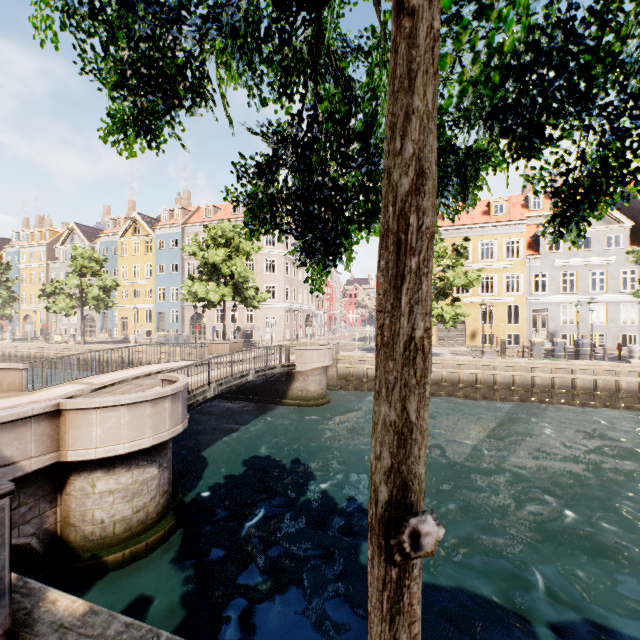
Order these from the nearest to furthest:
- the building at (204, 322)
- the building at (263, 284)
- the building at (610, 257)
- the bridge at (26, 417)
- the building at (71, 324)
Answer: the bridge at (26, 417) → the building at (610, 257) → the building at (263, 284) → the building at (204, 322) → the building at (71, 324)

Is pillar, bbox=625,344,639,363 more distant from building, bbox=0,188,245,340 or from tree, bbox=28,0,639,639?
building, bbox=0,188,245,340

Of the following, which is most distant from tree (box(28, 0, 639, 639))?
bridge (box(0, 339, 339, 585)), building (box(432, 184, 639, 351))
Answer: building (box(432, 184, 639, 351))

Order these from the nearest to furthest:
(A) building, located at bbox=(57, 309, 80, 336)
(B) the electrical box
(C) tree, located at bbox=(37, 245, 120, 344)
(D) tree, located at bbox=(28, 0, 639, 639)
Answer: (D) tree, located at bbox=(28, 0, 639, 639) < (B) the electrical box < (C) tree, located at bbox=(37, 245, 120, 344) < (A) building, located at bbox=(57, 309, 80, 336)

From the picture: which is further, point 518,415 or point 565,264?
point 565,264

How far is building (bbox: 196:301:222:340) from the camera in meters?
37.3 m

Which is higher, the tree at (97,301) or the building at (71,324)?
the tree at (97,301)
